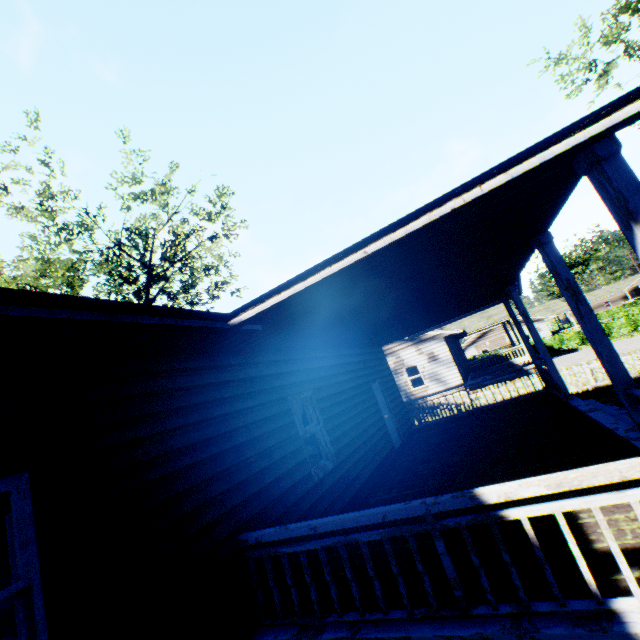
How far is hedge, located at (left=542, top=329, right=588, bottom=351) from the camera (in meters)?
35.88

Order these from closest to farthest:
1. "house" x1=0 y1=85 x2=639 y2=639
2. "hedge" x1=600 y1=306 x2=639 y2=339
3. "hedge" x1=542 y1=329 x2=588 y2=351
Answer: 1. "house" x1=0 y1=85 x2=639 y2=639
2. "hedge" x1=600 y1=306 x2=639 y2=339
3. "hedge" x1=542 y1=329 x2=588 y2=351

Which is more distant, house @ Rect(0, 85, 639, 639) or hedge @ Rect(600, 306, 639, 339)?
hedge @ Rect(600, 306, 639, 339)

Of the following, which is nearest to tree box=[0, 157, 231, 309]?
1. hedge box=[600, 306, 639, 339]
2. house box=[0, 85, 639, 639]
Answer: house box=[0, 85, 639, 639]

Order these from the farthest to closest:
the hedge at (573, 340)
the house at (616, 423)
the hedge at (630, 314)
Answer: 1. the hedge at (573, 340)
2. the hedge at (630, 314)
3. the house at (616, 423)

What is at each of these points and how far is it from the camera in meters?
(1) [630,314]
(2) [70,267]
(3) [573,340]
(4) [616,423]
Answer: (1) hedge, 39.8 m
(2) tree, 19.7 m
(3) hedge, 36.1 m
(4) house, 5.9 m

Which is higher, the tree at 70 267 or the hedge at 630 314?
the tree at 70 267

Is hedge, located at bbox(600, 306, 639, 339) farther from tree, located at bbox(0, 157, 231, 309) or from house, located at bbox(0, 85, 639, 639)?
tree, located at bbox(0, 157, 231, 309)
